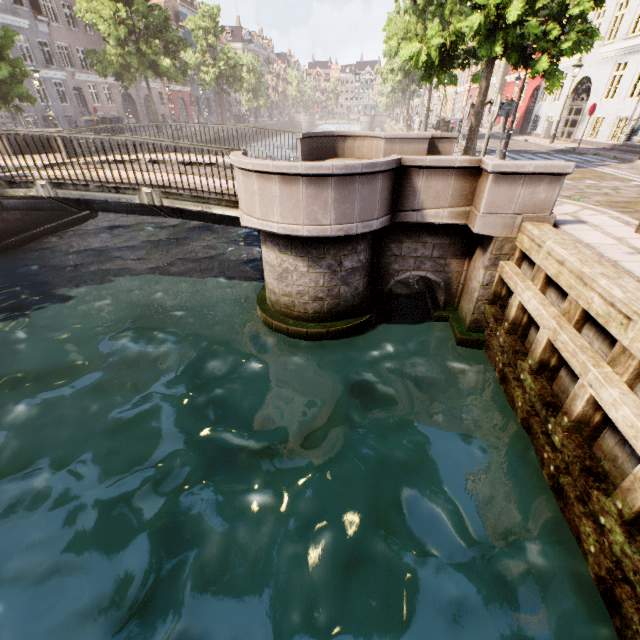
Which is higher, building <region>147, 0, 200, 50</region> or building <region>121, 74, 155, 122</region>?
building <region>147, 0, 200, 50</region>

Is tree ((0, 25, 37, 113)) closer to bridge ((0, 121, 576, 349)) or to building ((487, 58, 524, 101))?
bridge ((0, 121, 576, 349))

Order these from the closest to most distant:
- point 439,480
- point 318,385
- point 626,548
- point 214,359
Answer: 1. point 626,548
2. point 439,480
3. point 318,385
4. point 214,359

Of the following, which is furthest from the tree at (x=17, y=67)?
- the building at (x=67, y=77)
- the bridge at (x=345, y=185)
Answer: the building at (x=67, y=77)

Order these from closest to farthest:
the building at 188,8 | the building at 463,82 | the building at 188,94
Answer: the building at 188,94 < the building at 188,8 < the building at 463,82

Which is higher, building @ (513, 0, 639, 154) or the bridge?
building @ (513, 0, 639, 154)

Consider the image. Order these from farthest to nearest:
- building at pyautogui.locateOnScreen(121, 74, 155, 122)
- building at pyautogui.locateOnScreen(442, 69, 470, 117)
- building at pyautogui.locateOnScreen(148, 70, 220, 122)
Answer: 1. building at pyautogui.locateOnScreen(442, 69, 470, 117)
2. building at pyautogui.locateOnScreen(148, 70, 220, 122)
3. building at pyautogui.locateOnScreen(121, 74, 155, 122)

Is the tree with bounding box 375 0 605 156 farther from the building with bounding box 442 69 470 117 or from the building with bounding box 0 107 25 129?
the building with bounding box 442 69 470 117
